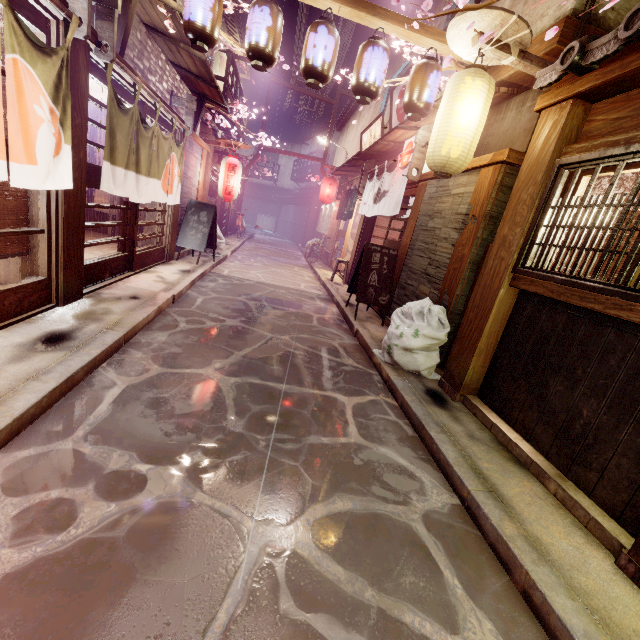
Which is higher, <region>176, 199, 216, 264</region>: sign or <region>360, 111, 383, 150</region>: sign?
<region>360, 111, 383, 150</region>: sign

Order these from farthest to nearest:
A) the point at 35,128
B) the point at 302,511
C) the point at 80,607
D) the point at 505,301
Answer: the point at 505,301 → the point at 35,128 → the point at 302,511 → the point at 80,607

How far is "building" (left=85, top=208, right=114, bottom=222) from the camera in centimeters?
1648cm

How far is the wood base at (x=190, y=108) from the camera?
11.8m

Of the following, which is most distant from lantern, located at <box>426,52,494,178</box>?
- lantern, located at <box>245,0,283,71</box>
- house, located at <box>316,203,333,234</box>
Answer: house, located at <box>316,203,333,234</box>

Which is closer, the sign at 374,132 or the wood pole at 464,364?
the wood pole at 464,364

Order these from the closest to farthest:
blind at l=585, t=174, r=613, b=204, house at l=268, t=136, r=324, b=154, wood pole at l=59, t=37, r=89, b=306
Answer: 1. blind at l=585, t=174, r=613, b=204
2. wood pole at l=59, t=37, r=89, b=306
3. house at l=268, t=136, r=324, b=154

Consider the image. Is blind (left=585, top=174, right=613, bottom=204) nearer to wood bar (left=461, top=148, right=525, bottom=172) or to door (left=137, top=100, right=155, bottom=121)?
wood bar (left=461, top=148, right=525, bottom=172)
